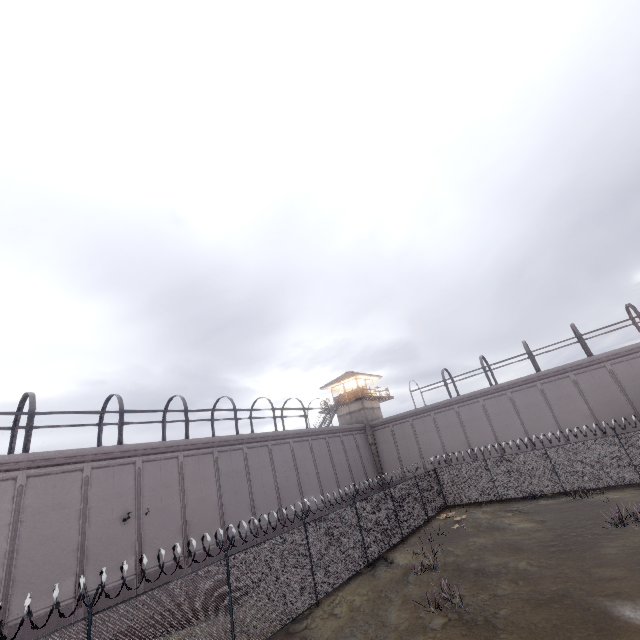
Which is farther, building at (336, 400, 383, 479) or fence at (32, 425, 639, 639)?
building at (336, 400, 383, 479)

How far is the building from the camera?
35.9m

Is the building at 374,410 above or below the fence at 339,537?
above

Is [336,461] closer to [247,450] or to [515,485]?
[247,450]

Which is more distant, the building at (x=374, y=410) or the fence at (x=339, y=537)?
the building at (x=374, y=410)

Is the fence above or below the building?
below
